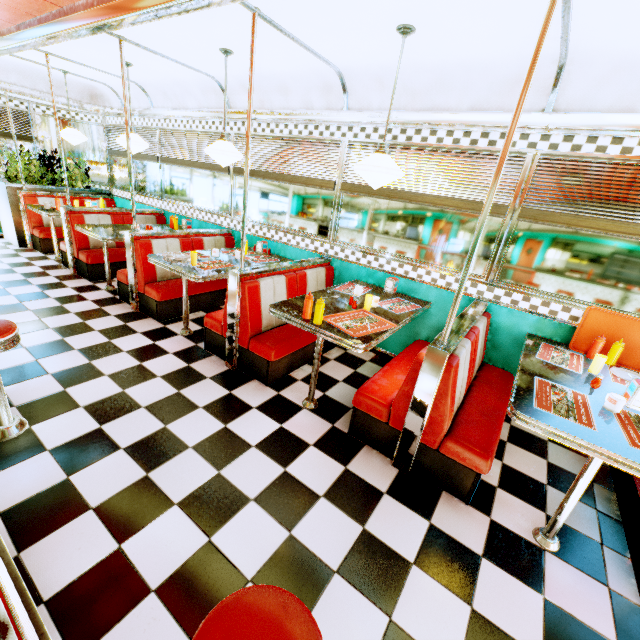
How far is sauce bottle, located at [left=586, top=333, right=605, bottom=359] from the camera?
2.7m

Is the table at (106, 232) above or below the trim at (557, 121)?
below

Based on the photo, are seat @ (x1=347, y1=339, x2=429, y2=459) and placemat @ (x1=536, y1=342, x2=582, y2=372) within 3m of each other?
yes

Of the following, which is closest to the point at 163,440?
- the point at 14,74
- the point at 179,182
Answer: the point at 179,182

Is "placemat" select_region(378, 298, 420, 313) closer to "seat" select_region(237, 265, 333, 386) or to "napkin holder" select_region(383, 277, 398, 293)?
"napkin holder" select_region(383, 277, 398, 293)

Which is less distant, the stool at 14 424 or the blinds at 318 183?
the stool at 14 424

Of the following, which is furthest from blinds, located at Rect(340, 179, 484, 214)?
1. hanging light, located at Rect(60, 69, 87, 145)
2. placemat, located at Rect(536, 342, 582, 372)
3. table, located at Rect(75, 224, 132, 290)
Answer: hanging light, located at Rect(60, 69, 87, 145)

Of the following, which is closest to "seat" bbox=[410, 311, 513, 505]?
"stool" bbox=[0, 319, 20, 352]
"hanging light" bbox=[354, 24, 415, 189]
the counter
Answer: "hanging light" bbox=[354, 24, 415, 189]
